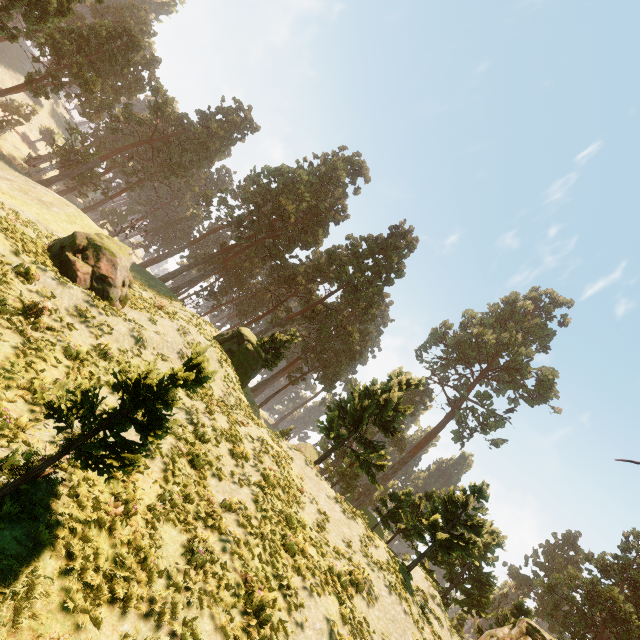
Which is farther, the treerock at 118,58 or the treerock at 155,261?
the treerock at 155,261

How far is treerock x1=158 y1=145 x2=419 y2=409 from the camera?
38.2m

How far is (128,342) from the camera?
13.2m

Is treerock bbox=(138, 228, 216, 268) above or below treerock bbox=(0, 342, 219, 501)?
above

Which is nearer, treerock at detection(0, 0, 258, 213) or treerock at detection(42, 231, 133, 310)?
treerock at detection(42, 231, 133, 310)

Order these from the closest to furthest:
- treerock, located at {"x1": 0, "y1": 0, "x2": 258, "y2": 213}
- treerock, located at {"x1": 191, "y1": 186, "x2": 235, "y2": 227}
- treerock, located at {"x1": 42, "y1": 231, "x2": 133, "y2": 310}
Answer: treerock, located at {"x1": 42, "y1": 231, "x2": 133, "y2": 310}, treerock, located at {"x1": 0, "y1": 0, "x2": 258, "y2": 213}, treerock, located at {"x1": 191, "y1": 186, "x2": 235, "y2": 227}

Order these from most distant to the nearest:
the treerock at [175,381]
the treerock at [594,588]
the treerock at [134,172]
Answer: the treerock at [134,172] → the treerock at [594,588] → the treerock at [175,381]
